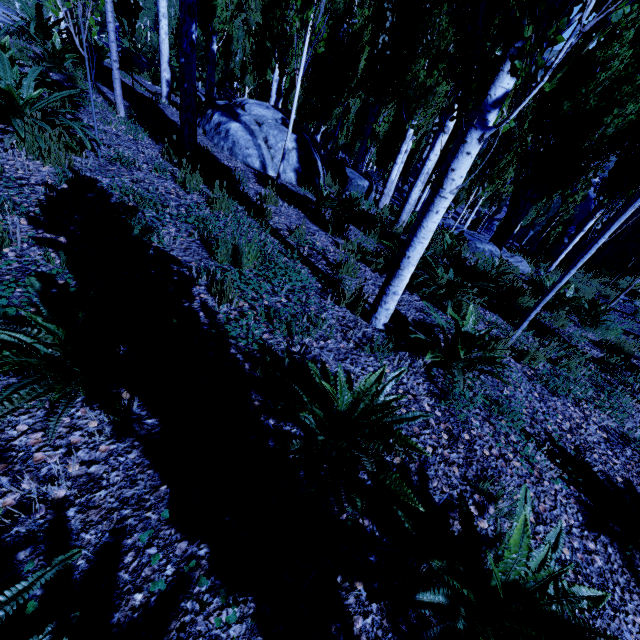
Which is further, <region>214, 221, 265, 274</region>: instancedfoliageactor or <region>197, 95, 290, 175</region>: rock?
<region>197, 95, 290, 175</region>: rock

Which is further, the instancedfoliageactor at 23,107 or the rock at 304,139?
the rock at 304,139

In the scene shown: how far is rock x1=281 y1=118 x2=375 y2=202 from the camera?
8.0m

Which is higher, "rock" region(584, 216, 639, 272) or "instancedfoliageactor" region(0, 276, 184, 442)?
"instancedfoliageactor" region(0, 276, 184, 442)

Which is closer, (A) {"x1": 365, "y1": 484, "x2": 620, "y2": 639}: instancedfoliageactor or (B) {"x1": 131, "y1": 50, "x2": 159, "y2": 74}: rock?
(A) {"x1": 365, "y1": 484, "x2": 620, "y2": 639}: instancedfoliageactor

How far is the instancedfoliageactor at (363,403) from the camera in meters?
1.7

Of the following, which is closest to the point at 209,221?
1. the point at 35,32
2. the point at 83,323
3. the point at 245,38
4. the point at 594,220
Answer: the point at 83,323
